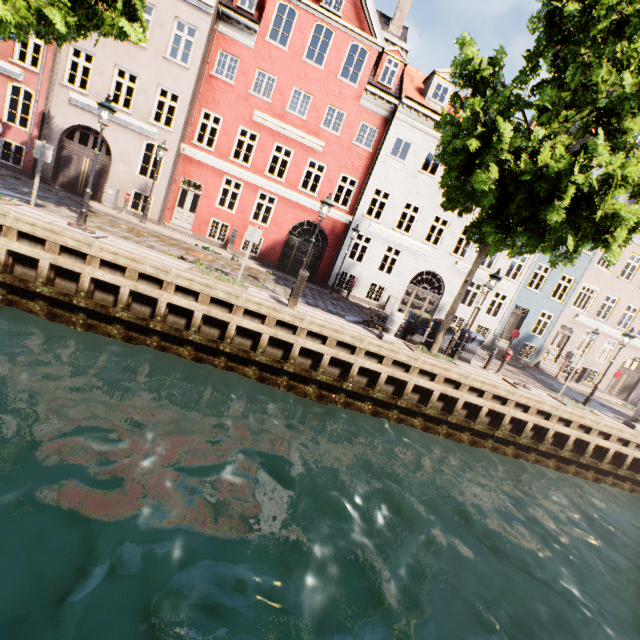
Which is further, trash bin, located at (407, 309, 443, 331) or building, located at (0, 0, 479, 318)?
building, located at (0, 0, 479, 318)

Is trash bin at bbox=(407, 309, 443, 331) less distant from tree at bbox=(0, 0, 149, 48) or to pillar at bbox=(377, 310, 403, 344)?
tree at bbox=(0, 0, 149, 48)

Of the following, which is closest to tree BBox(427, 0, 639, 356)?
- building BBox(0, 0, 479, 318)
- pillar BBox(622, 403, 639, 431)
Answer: pillar BBox(622, 403, 639, 431)

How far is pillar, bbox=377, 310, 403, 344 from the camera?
10.91m

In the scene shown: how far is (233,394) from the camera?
8.7 meters

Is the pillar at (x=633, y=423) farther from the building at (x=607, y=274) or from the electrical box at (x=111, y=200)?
the building at (x=607, y=274)

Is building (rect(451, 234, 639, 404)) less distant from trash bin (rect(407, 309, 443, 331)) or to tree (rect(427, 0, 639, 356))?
tree (rect(427, 0, 639, 356))

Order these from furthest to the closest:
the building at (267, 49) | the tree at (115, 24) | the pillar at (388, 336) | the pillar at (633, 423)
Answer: the building at (267, 49) < the pillar at (633, 423) < the pillar at (388, 336) < the tree at (115, 24)
